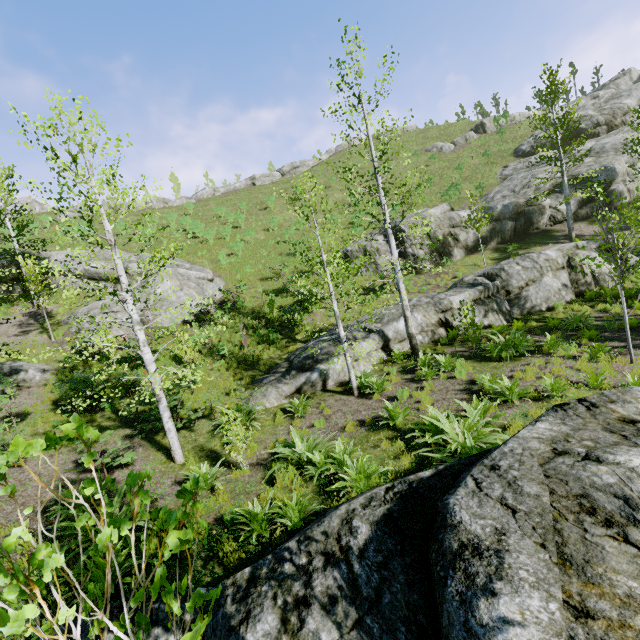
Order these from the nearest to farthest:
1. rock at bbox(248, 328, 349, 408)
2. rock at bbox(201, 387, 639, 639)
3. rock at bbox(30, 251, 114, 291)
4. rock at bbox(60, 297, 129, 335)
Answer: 1. rock at bbox(201, 387, 639, 639)
2. rock at bbox(248, 328, 349, 408)
3. rock at bbox(60, 297, 129, 335)
4. rock at bbox(30, 251, 114, 291)

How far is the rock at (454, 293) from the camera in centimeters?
1417cm

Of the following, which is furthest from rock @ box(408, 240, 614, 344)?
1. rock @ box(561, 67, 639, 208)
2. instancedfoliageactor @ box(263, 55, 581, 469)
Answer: rock @ box(561, 67, 639, 208)

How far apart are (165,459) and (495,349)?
10.98m

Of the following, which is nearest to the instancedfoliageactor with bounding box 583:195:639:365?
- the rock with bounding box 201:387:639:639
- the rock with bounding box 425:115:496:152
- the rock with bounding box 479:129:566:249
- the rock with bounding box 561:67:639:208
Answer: the rock with bounding box 201:387:639:639

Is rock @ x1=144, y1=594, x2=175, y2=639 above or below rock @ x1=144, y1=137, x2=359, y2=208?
below

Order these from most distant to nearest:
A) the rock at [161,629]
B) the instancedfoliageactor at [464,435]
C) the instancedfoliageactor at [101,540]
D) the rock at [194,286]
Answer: the rock at [194,286]
the instancedfoliageactor at [464,435]
the rock at [161,629]
the instancedfoliageactor at [101,540]

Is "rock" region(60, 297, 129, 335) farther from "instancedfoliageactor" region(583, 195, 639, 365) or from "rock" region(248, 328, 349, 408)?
"rock" region(248, 328, 349, 408)
